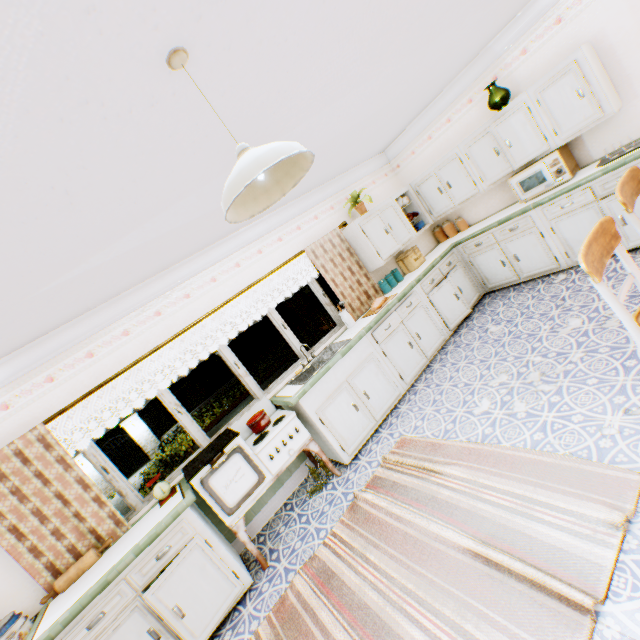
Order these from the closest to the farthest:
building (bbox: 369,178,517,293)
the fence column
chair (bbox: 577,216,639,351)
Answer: chair (bbox: 577,216,639,351) < building (bbox: 369,178,517,293) < the fence column

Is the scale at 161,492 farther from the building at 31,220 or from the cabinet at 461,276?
the cabinet at 461,276

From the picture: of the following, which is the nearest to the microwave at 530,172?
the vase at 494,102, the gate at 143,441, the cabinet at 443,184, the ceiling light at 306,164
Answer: the cabinet at 443,184

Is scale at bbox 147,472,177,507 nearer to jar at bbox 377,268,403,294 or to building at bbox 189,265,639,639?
building at bbox 189,265,639,639

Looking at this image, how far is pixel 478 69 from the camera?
4.52m

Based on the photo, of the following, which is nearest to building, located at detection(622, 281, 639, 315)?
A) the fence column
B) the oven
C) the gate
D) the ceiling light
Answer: the oven

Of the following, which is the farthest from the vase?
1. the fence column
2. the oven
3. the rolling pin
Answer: the fence column

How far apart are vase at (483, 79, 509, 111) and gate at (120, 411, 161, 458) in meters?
17.4 m
